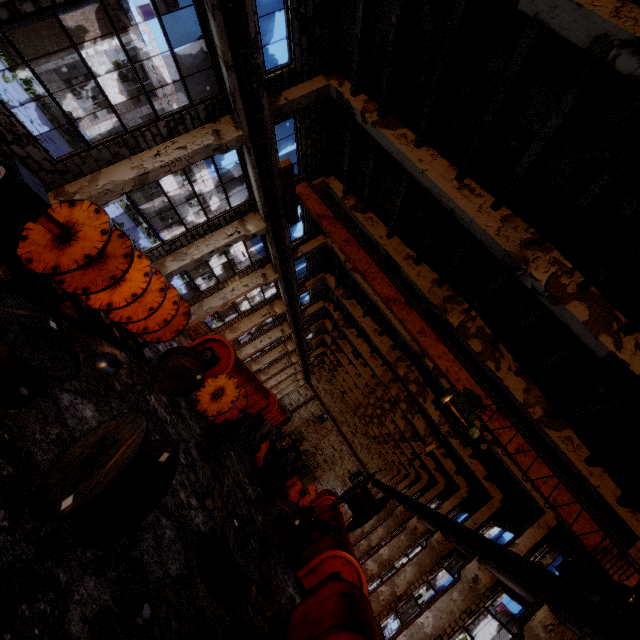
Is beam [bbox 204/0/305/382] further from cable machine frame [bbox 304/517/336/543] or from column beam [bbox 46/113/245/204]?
cable machine frame [bbox 304/517/336/543]

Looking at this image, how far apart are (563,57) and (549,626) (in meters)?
14.04

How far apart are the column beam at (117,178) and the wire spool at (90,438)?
7.3m

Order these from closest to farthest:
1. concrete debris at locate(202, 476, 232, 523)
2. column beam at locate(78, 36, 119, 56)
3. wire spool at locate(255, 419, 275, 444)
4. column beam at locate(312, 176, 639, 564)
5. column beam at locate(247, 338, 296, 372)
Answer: concrete debris at locate(202, 476, 232, 523), column beam at locate(312, 176, 639, 564), column beam at locate(78, 36, 119, 56), wire spool at locate(255, 419, 275, 444), column beam at locate(247, 338, 296, 372)

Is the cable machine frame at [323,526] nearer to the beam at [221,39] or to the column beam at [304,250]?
the column beam at [304,250]

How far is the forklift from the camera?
16.00m

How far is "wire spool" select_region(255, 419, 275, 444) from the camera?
21.8 meters

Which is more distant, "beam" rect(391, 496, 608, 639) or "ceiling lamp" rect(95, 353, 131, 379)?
"beam" rect(391, 496, 608, 639)
